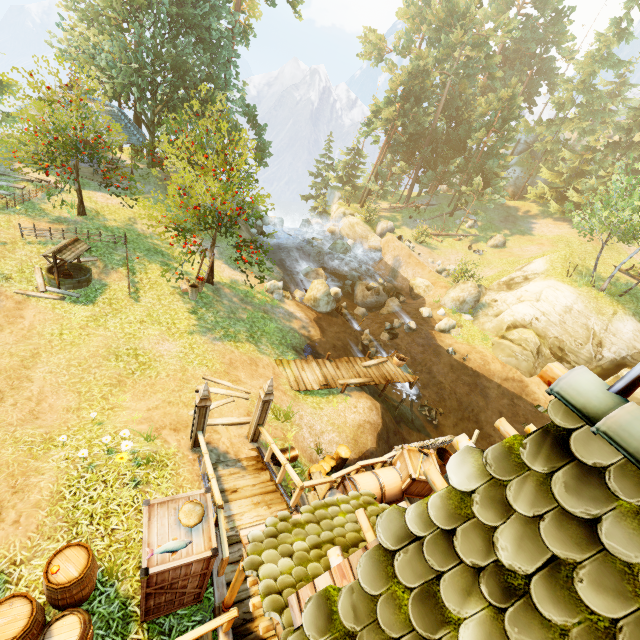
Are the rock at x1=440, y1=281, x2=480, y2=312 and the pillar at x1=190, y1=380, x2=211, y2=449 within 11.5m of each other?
no

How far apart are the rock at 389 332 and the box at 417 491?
13.7m

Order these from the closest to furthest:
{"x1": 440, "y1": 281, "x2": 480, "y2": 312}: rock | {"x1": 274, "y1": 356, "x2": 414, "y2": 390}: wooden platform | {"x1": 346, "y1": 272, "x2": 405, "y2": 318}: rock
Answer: {"x1": 274, "y1": 356, "x2": 414, "y2": 390}: wooden platform, {"x1": 440, "y1": 281, "x2": 480, "y2": 312}: rock, {"x1": 346, "y1": 272, "x2": 405, "y2": 318}: rock

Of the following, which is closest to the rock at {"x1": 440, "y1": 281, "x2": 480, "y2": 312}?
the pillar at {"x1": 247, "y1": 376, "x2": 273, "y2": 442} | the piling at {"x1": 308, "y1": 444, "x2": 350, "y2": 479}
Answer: the piling at {"x1": 308, "y1": 444, "x2": 350, "y2": 479}

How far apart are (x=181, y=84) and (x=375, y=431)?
29.6m

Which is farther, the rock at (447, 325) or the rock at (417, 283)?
the rock at (417, 283)

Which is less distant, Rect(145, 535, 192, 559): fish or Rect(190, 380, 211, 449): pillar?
Rect(145, 535, 192, 559): fish

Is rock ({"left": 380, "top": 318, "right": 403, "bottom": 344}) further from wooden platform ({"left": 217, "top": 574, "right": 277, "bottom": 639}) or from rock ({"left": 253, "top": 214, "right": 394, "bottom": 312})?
wooden platform ({"left": 217, "top": 574, "right": 277, "bottom": 639})
